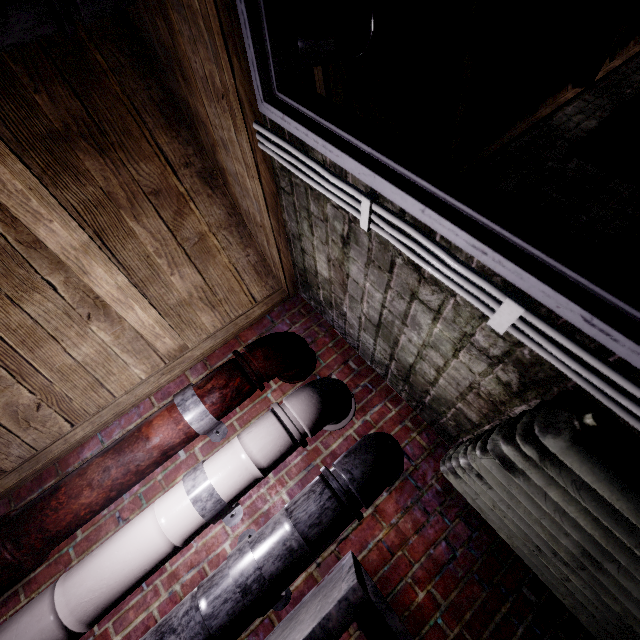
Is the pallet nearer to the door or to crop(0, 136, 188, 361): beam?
the door

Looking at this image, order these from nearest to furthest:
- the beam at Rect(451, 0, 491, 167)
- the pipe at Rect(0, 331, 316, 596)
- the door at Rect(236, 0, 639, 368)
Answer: the door at Rect(236, 0, 639, 368) → the pipe at Rect(0, 331, 316, 596) → the beam at Rect(451, 0, 491, 167)

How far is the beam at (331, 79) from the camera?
1.3m

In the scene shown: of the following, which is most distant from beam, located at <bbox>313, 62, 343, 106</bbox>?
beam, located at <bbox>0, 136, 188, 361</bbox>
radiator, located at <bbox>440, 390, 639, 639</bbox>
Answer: radiator, located at <bbox>440, 390, 639, 639</bbox>

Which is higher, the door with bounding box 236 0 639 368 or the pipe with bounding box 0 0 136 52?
the pipe with bounding box 0 0 136 52

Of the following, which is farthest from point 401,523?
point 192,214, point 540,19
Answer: point 540,19

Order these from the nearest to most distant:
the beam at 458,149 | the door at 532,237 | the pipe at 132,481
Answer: the door at 532,237 < the pipe at 132,481 < the beam at 458,149

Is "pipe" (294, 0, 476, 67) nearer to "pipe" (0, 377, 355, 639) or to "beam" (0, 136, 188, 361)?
"beam" (0, 136, 188, 361)
